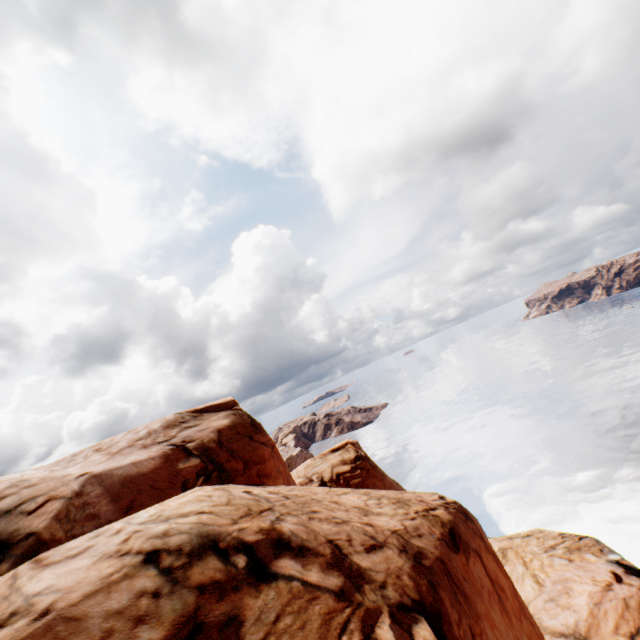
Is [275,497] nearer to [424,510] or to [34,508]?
[424,510]
